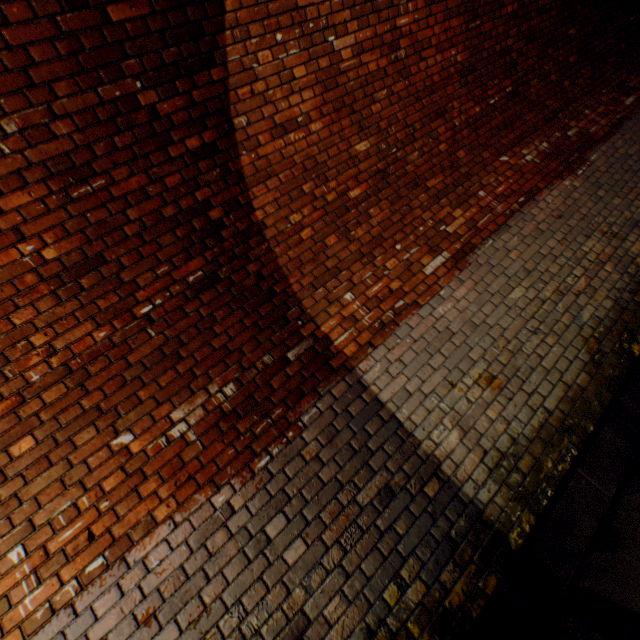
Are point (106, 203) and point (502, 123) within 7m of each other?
yes
